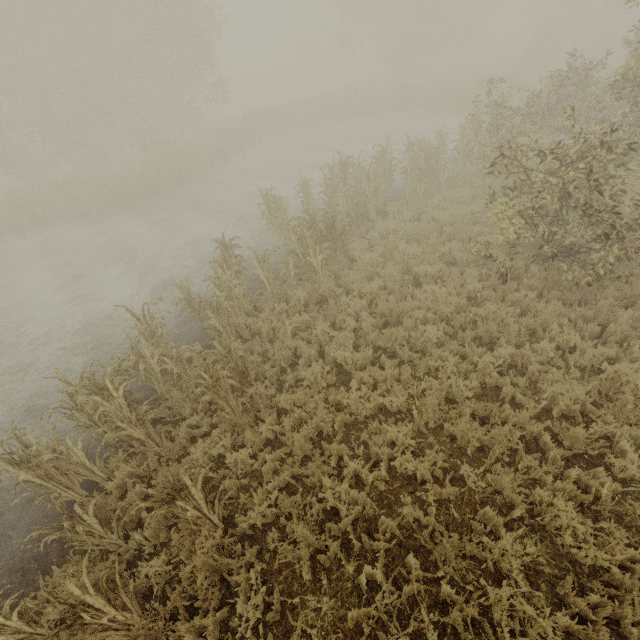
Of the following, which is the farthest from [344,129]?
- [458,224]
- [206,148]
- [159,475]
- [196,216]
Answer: [159,475]
